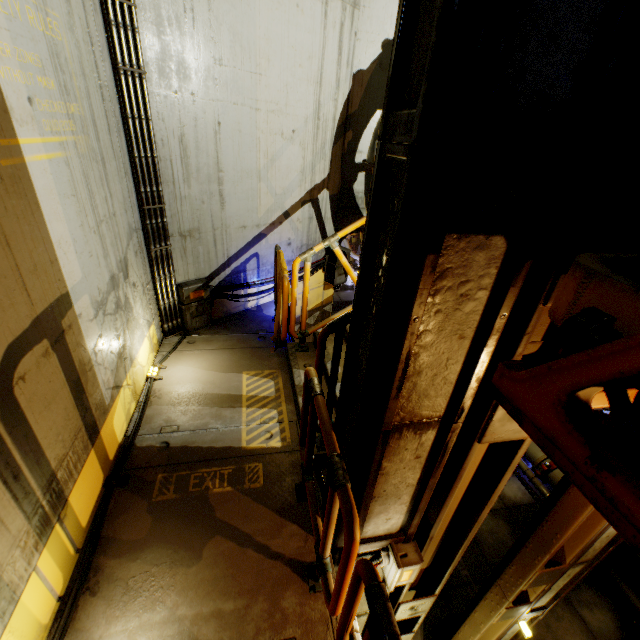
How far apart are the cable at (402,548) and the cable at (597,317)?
2.39m

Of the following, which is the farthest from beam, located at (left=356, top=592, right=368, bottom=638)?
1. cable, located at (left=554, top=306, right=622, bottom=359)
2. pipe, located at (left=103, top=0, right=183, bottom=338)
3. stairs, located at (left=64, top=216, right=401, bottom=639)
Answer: pipe, located at (left=103, top=0, right=183, bottom=338)

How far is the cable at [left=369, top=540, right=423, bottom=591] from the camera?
2.6 meters

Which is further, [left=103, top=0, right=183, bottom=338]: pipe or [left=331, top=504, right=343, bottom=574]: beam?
[left=103, top=0, right=183, bottom=338]: pipe

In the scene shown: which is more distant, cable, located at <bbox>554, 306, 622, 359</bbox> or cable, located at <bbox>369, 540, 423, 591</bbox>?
cable, located at <bbox>369, 540, 423, 591</bbox>

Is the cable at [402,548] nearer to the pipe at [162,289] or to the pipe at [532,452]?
the pipe at [532,452]

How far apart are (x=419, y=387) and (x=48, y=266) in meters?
2.6 m

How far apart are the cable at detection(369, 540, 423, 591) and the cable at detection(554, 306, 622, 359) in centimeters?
239cm
